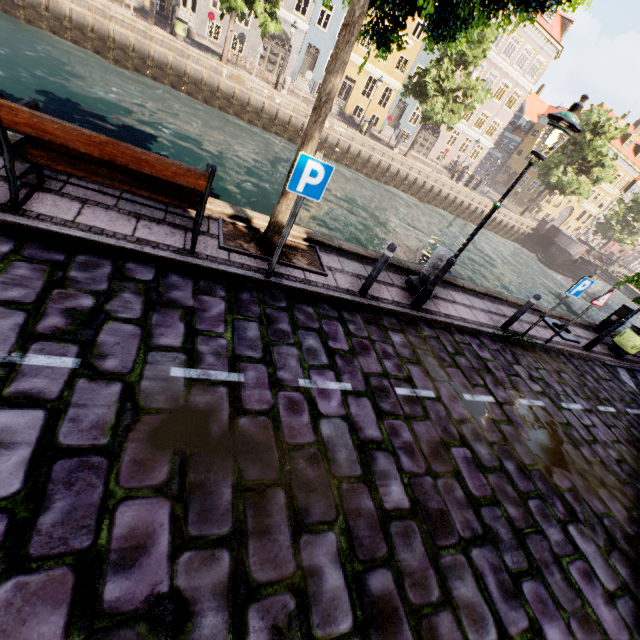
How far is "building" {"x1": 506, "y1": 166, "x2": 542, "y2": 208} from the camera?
46.41m

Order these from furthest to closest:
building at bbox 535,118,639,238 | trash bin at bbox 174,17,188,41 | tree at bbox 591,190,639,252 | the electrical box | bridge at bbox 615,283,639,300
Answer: building at bbox 535,118,639,238 → tree at bbox 591,190,639,252 → bridge at bbox 615,283,639,300 → trash bin at bbox 174,17,188,41 → the electrical box

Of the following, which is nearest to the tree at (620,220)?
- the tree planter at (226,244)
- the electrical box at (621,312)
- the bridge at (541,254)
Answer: the tree planter at (226,244)

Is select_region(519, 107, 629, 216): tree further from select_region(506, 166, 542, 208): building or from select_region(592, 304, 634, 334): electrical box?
select_region(506, 166, 542, 208): building

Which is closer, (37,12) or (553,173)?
(37,12)

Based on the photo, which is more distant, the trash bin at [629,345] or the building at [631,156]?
the building at [631,156]

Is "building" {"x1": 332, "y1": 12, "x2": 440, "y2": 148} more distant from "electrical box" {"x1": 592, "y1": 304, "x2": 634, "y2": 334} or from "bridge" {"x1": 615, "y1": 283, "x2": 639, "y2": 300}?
"electrical box" {"x1": 592, "y1": 304, "x2": 634, "y2": 334}

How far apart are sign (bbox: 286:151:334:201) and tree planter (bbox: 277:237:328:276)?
1.51m
